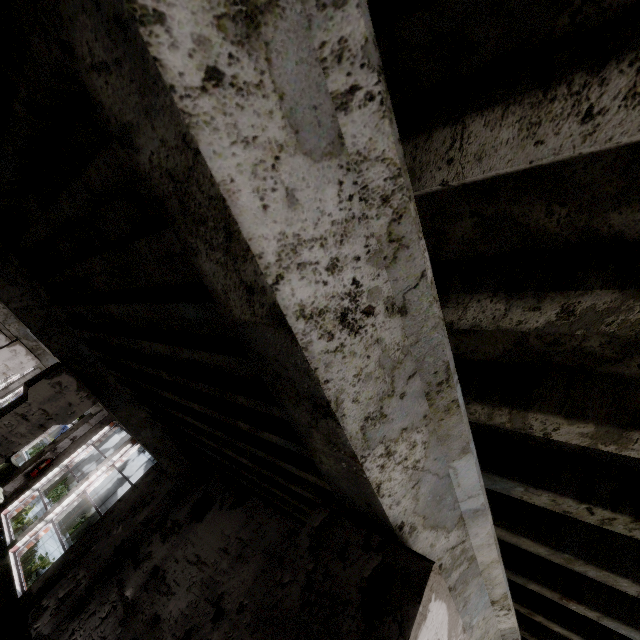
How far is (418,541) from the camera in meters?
1.3
